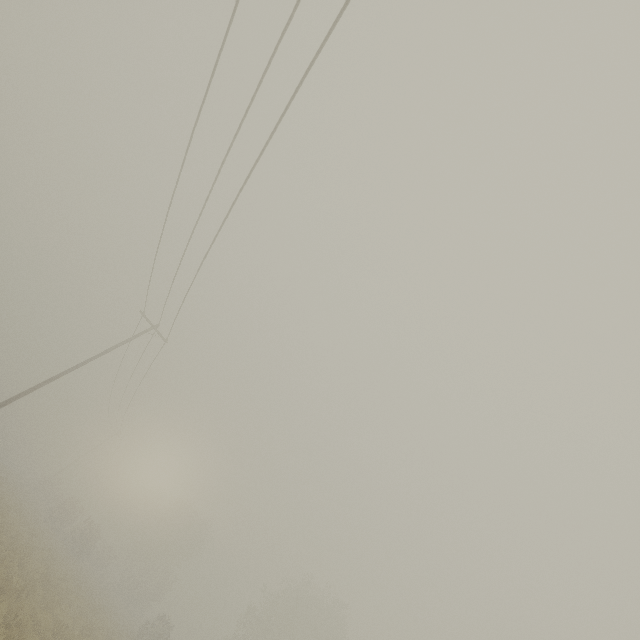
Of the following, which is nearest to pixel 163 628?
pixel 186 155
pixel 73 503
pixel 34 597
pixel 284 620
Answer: pixel 284 620
